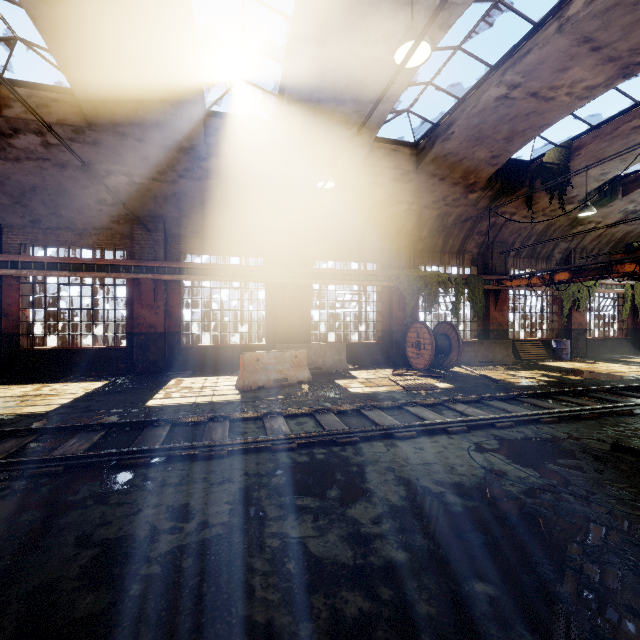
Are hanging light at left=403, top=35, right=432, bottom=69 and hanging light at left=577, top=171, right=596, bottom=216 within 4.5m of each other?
no

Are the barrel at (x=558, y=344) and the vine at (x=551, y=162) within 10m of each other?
yes

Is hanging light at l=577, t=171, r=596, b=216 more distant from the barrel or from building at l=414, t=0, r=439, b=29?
the barrel

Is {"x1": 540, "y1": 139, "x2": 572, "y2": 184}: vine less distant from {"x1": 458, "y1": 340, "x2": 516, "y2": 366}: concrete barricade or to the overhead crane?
the overhead crane

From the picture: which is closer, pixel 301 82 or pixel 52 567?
pixel 52 567

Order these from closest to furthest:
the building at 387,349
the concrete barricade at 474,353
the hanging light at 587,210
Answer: the building at 387,349 → the hanging light at 587,210 → the concrete barricade at 474,353

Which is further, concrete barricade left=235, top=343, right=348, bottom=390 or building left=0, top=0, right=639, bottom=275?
concrete barricade left=235, top=343, right=348, bottom=390

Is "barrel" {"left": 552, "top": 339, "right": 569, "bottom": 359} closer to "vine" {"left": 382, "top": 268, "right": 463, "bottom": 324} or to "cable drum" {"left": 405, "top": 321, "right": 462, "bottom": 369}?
"vine" {"left": 382, "top": 268, "right": 463, "bottom": 324}
